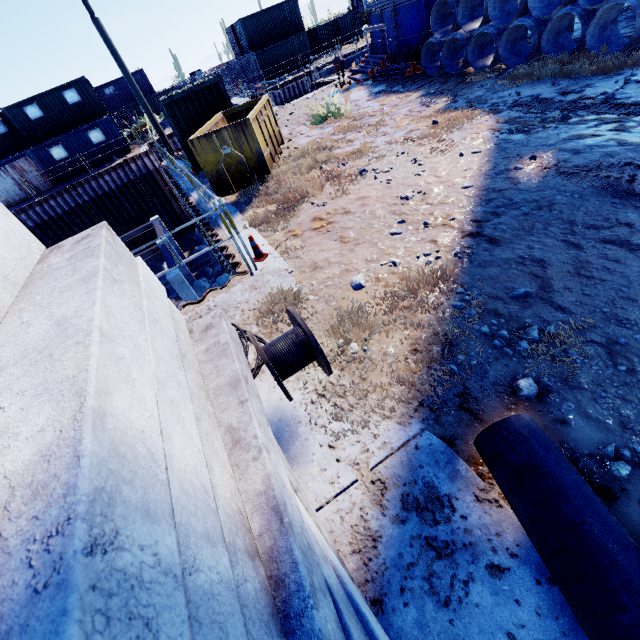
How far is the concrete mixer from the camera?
16.45m

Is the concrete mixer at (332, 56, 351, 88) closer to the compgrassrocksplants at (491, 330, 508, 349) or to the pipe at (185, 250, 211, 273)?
the pipe at (185, 250, 211, 273)

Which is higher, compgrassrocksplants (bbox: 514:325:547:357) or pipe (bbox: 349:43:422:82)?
pipe (bbox: 349:43:422:82)

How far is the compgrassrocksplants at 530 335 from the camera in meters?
3.1

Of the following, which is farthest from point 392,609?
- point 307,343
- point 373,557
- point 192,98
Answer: point 192,98

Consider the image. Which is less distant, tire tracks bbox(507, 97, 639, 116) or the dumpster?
tire tracks bbox(507, 97, 639, 116)

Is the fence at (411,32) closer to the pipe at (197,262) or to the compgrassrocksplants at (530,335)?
the pipe at (197,262)

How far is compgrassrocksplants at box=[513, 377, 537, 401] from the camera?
2.8 meters
